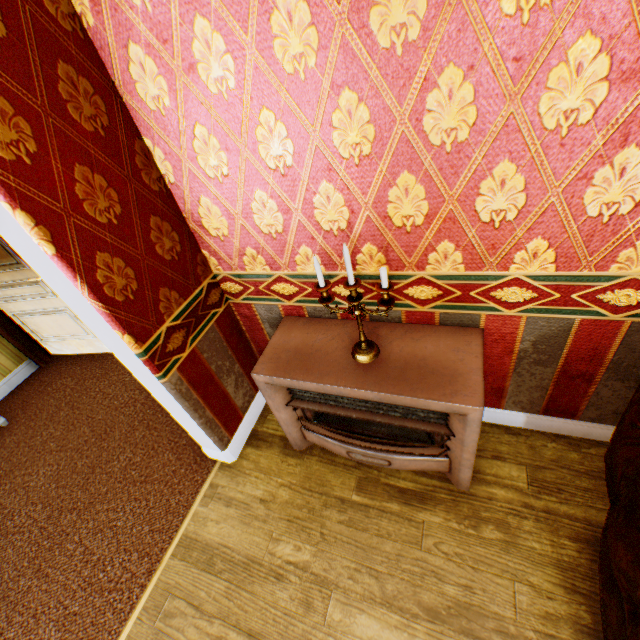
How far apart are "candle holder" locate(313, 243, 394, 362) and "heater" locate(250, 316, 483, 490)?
0.0m

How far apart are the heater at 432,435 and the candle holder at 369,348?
0.0 meters

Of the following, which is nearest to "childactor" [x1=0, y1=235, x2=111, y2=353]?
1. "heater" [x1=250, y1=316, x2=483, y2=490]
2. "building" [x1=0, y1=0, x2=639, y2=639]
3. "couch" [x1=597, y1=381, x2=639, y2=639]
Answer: "building" [x1=0, y1=0, x2=639, y2=639]

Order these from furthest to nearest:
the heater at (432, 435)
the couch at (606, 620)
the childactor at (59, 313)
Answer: the childactor at (59, 313) < the heater at (432, 435) < the couch at (606, 620)

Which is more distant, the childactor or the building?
the childactor

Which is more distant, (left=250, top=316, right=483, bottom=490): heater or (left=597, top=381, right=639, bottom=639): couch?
(left=250, top=316, right=483, bottom=490): heater

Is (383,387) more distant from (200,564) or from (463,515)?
(200,564)

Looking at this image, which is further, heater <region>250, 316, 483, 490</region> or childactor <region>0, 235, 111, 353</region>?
childactor <region>0, 235, 111, 353</region>
